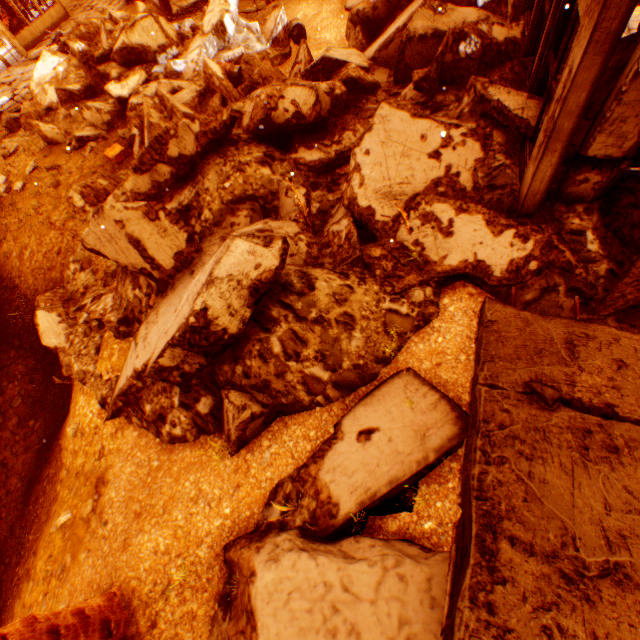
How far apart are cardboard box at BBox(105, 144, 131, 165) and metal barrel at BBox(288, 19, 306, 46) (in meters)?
6.55

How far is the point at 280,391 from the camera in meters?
3.6 m

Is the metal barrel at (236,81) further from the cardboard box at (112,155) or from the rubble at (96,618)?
the cardboard box at (112,155)

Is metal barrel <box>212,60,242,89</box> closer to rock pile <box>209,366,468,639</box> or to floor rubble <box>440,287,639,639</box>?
rock pile <box>209,366,468,639</box>

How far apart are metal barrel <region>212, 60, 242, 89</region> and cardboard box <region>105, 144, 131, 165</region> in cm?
288

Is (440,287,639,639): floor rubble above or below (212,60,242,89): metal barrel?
above

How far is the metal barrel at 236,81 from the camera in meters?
8.3 m

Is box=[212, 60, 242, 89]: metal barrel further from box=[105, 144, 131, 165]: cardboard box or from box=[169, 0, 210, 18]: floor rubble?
box=[169, 0, 210, 18]: floor rubble
